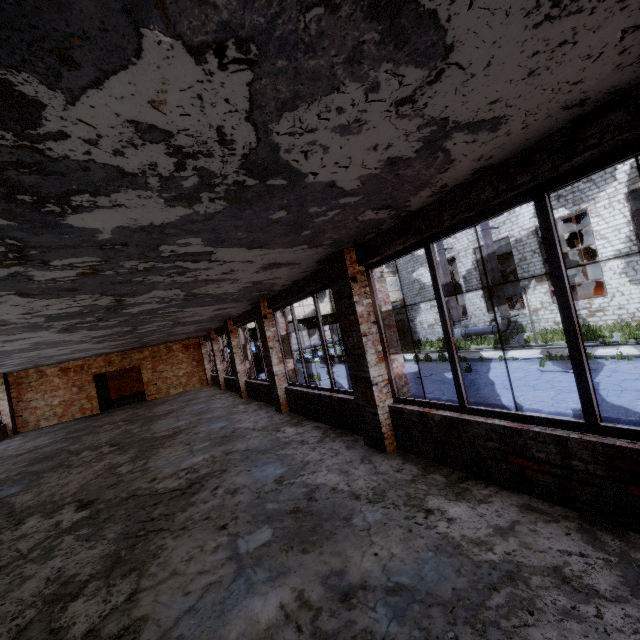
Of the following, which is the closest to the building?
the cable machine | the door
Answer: the door

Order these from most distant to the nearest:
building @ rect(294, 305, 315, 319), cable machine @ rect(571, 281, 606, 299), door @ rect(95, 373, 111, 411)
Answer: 1. building @ rect(294, 305, 315, 319)
2. cable machine @ rect(571, 281, 606, 299)
3. door @ rect(95, 373, 111, 411)

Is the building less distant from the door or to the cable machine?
the door

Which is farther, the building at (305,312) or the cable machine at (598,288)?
the building at (305,312)

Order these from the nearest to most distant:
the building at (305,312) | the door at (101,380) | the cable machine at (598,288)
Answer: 1. the door at (101,380)
2. the cable machine at (598,288)
3. the building at (305,312)

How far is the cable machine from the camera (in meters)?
20.39

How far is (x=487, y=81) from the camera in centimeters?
176cm

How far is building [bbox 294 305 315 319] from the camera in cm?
2673
